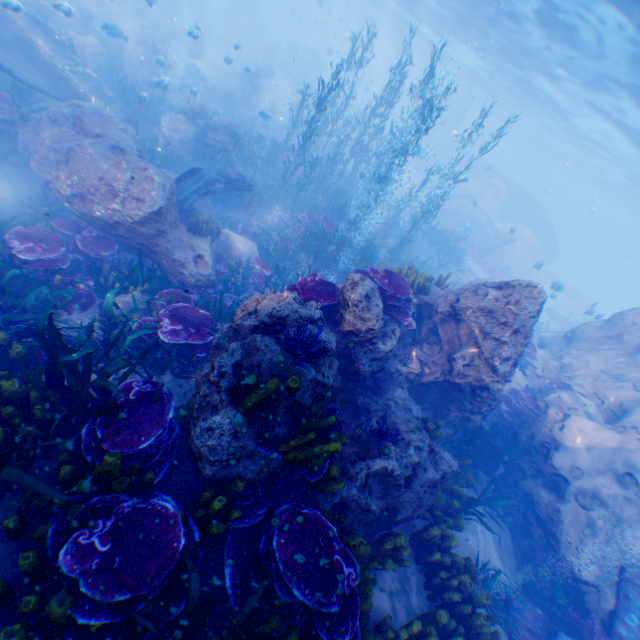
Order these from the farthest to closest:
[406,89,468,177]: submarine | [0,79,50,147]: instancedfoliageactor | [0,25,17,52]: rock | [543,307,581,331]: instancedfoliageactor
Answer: [406,89,468,177]: submarine < [543,307,581,331]: instancedfoliageactor < [0,25,17,52]: rock < [0,79,50,147]: instancedfoliageactor

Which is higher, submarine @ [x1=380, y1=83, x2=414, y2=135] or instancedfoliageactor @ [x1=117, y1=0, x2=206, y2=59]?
submarine @ [x1=380, y1=83, x2=414, y2=135]

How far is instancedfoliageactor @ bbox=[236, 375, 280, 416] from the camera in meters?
3.7 m

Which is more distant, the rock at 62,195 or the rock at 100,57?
the rock at 100,57

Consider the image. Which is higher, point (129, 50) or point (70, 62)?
point (70, 62)

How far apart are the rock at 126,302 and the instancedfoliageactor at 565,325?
30.3 meters

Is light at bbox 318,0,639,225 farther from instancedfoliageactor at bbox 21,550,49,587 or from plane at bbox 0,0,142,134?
plane at bbox 0,0,142,134

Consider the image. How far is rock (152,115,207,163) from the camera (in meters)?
13.64
